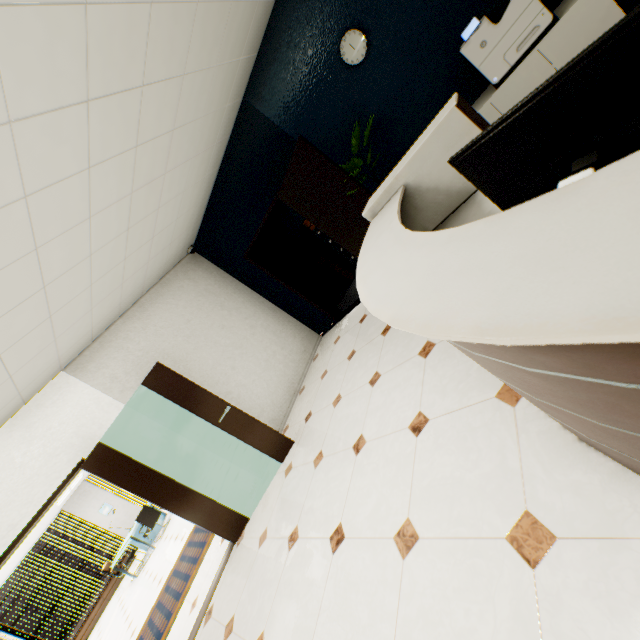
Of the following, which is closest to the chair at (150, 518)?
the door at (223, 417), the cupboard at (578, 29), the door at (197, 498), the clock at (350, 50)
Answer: the door at (197, 498)

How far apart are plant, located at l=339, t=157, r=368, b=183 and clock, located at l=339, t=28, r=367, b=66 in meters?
0.9 m

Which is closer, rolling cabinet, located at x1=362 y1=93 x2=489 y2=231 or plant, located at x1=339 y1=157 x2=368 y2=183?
rolling cabinet, located at x1=362 y1=93 x2=489 y2=231

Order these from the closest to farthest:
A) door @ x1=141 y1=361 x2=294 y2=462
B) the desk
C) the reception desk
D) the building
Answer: the reception desk < door @ x1=141 y1=361 x2=294 y2=462 < the desk < the building

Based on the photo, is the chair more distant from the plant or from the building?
the building

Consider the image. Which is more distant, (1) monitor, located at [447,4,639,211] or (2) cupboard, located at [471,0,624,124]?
(2) cupboard, located at [471,0,624,124]

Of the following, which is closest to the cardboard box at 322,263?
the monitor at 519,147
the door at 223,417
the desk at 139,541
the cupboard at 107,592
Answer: the door at 223,417

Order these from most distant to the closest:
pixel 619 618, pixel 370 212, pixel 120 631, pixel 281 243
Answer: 1. pixel 281 243
2. pixel 120 631
3. pixel 370 212
4. pixel 619 618
